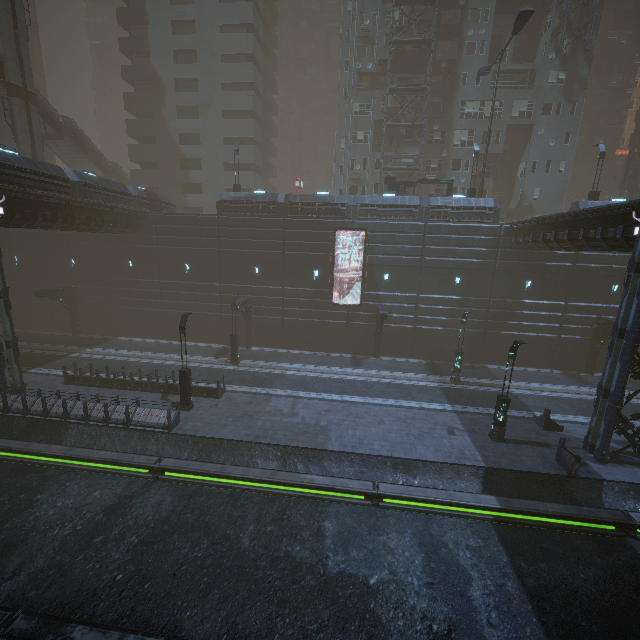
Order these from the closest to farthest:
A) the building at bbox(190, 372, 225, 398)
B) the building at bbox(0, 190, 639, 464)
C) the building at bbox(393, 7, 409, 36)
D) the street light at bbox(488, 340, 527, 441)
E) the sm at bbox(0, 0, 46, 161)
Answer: the street light at bbox(488, 340, 527, 441)
the building at bbox(0, 190, 639, 464)
the building at bbox(190, 372, 225, 398)
the sm at bbox(0, 0, 46, 161)
the building at bbox(393, 7, 409, 36)

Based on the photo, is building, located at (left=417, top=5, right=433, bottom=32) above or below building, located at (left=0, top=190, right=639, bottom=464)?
above

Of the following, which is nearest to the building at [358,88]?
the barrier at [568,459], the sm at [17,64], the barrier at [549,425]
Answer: the barrier at [568,459]

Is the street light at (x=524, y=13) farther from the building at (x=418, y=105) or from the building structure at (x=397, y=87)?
the building structure at (x=397, y=87)

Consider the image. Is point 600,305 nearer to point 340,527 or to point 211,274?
point 340,527

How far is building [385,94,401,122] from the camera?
36.03m
